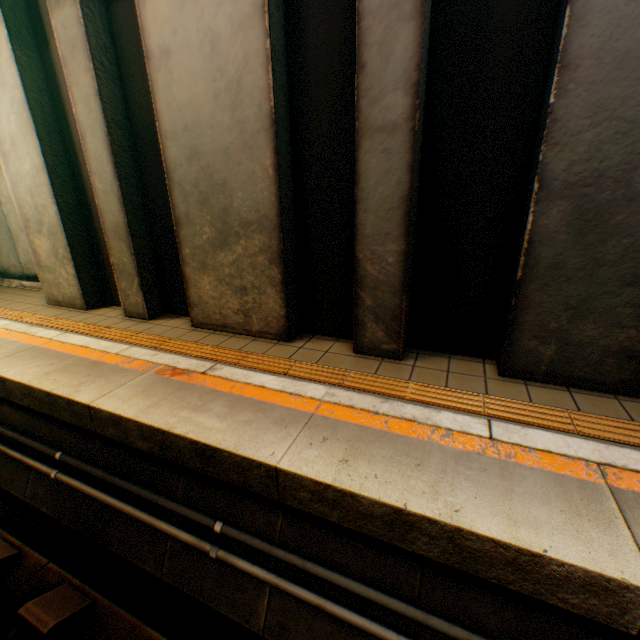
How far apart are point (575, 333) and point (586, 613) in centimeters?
204cm
